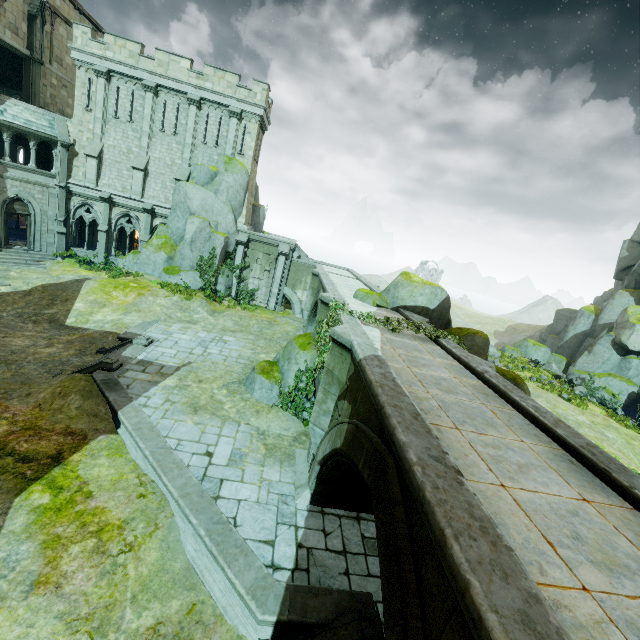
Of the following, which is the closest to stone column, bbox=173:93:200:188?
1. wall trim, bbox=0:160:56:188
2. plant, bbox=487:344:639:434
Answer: wall trim, bbox=0:160:56:188

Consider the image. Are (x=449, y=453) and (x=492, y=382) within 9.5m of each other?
yes

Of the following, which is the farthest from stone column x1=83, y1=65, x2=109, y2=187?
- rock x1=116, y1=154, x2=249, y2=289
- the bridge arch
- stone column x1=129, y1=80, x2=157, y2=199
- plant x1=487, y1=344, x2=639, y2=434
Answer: plant x1=487, y1=344, x2=639, y2=434

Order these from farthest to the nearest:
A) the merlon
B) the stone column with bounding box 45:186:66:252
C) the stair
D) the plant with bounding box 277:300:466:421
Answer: the stone column with bounding box 45:186:66:252, the merlon, the plant with bounding box 277:300:466:421, the stair

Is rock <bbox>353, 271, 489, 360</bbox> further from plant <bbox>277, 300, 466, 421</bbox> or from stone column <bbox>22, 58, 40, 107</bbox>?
stone column <bbox>22, 58, 40, 107</bbox>

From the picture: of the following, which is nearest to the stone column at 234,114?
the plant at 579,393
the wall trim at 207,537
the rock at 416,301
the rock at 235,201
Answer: the rock at 235,201

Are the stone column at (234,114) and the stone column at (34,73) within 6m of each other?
no

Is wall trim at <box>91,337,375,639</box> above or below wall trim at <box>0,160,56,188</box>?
below
